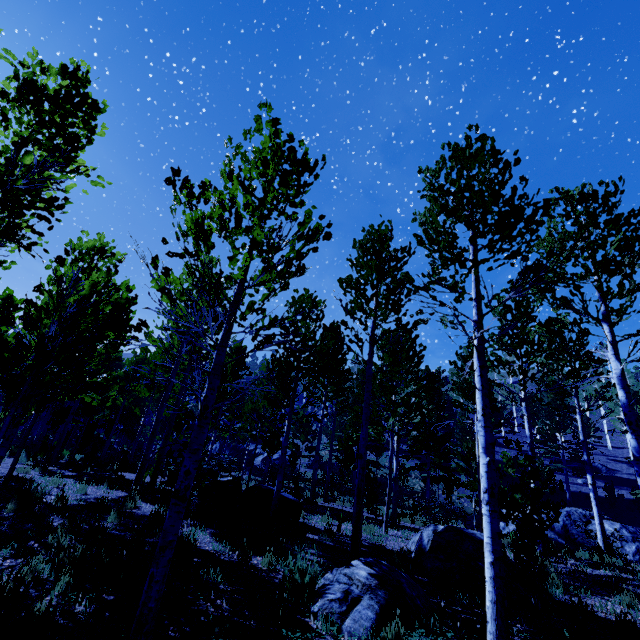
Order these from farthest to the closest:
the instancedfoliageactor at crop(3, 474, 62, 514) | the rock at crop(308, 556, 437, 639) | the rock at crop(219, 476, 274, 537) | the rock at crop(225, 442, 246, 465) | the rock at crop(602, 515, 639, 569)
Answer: the rock at crop(225, 442, 246, 465) < the rock at crop(602, 515, 639, 569) < the rock at crop(219, 476, 274, 537) < the instancedfoliageactor at crop(3, 474, 62, 514) < the rock at crop(308, 556, 437, 639)

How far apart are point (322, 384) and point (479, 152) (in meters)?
13.32

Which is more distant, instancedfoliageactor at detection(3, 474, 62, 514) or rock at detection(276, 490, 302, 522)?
rock at detection(276, 490, 302, 522)

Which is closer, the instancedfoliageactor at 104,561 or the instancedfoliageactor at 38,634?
the instancedfoliageactor at 38,634

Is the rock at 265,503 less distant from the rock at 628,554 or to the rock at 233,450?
the rock at 628,554

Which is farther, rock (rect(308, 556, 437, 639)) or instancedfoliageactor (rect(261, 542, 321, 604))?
instancedfoliageactor (rect(261, 542, 321, 604))

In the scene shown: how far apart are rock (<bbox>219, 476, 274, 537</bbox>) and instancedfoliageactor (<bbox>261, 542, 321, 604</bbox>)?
3.91m

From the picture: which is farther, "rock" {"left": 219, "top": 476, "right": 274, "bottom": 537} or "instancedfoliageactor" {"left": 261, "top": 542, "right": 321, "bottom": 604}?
"rock" {"left": 219, "top": 476, "right": 274, "bottom": 537}
